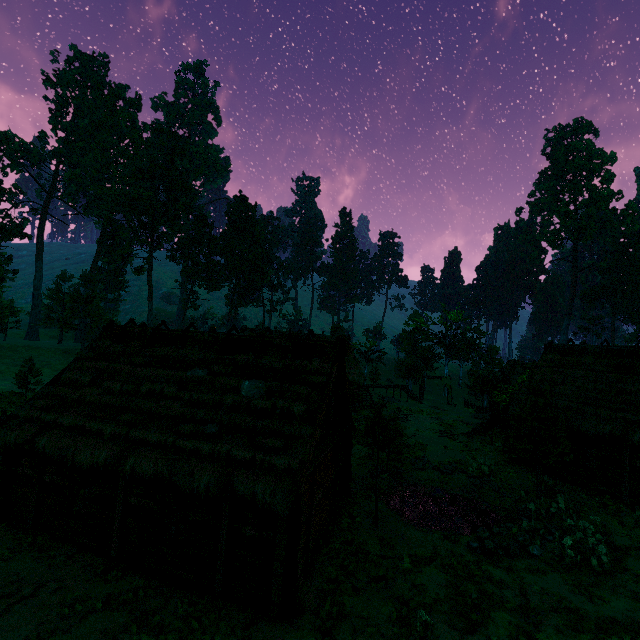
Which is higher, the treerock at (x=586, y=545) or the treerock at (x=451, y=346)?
the treerock at (x=451, y=346)

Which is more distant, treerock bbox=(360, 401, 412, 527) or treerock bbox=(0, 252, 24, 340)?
treerock bbox=(0, 252, 24, 340)

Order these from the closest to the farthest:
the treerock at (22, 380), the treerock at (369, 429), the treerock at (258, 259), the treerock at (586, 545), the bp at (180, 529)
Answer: the bp at (180, 529) → the treerock at (586, 545) → the treerock at (369, 429) → the treerock at (22, 380) → the treerock at (258, 259)

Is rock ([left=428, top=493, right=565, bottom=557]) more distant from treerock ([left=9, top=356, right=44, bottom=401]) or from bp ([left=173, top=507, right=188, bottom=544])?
bp ([left=173, top=507, right=188, bottom=544])

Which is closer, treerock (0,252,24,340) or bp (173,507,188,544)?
bp (173,507,188,544)

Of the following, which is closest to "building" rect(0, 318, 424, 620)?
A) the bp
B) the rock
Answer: the bp

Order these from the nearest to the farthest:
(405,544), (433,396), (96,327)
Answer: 1. (405,544)
2. (433,396)
3. (96,327)

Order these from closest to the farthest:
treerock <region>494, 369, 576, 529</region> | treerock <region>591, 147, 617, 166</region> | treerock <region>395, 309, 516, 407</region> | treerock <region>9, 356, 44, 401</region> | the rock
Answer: the rock → treerock <region>494, 369, 576, 529</region> → treerock <region>9, 356, 44, 401</region> → treerock <region>395, 309, 516, 407</region> → treerock <region>591, 147, 617, 166</region>
